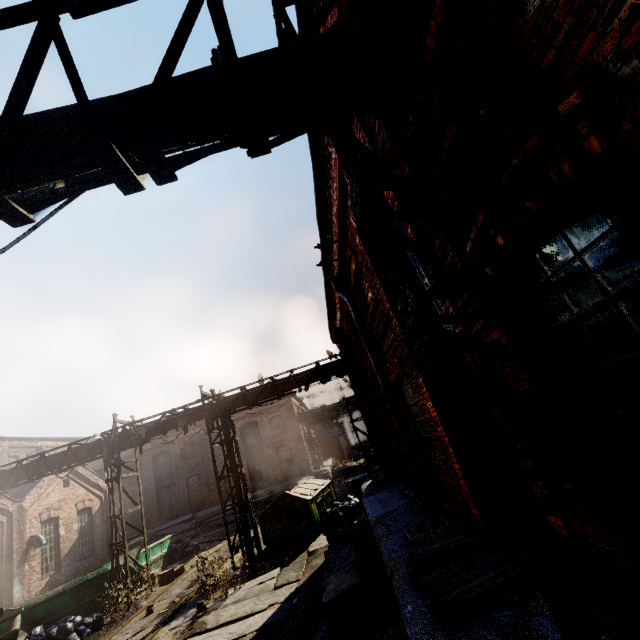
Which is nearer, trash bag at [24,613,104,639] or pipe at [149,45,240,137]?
pipe at [149,45,240,137]

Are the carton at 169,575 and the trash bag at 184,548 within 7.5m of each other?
yes

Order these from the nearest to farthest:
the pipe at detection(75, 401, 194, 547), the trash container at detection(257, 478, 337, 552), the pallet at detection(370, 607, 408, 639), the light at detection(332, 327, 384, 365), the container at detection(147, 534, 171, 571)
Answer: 1. the pallet at detection(370, 607, 408, 639)
2. the light at detection(332, 327, 384, 365)
3. the trash container at detection(257, 478, 337, 552)
4. the pipe at detection(75, 401, 194, 547)
5. the container at detection(147, 534, 171, 571)

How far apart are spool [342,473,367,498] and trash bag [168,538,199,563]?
8.6m

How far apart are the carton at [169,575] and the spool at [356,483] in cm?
825

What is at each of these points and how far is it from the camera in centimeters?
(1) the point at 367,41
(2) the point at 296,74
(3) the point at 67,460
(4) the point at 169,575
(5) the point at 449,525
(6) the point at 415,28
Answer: (1) pipe, 275cm
(2) pipe, 275cm
(3) pipe, 1362cm
(4) carton, 1345cm
(5) pallet, 516cm
(6) pipe, 277cm

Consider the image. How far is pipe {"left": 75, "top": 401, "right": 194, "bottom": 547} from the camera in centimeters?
1284cm

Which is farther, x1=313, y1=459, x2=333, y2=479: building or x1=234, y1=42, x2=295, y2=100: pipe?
x1=313, y1=459, x2=333, y2=479: building
